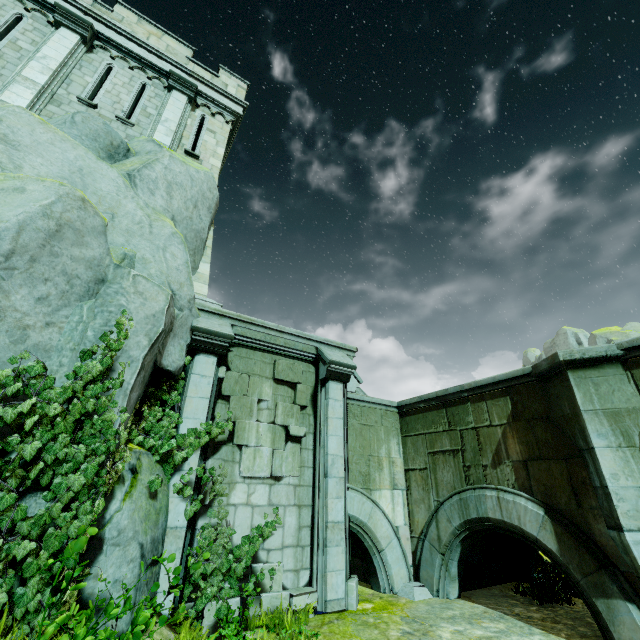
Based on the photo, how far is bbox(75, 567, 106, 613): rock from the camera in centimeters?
394cm

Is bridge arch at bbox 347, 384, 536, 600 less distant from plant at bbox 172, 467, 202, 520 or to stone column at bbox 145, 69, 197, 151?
plant at bbox 172, 467, 202, 520

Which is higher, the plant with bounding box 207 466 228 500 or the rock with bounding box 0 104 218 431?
the rock with bounding box 0 104 218 431

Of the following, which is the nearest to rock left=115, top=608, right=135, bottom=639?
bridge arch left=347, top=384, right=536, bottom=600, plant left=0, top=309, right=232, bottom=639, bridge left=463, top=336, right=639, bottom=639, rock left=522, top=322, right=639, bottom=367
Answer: plant left=0, top=309, right=232, bottom=639

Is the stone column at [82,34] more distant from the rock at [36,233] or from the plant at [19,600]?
the plant at [19,600]

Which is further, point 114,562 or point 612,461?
point 612,461

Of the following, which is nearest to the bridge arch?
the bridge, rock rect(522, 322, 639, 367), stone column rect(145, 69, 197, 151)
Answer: the bridge

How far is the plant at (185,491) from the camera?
5.80m
